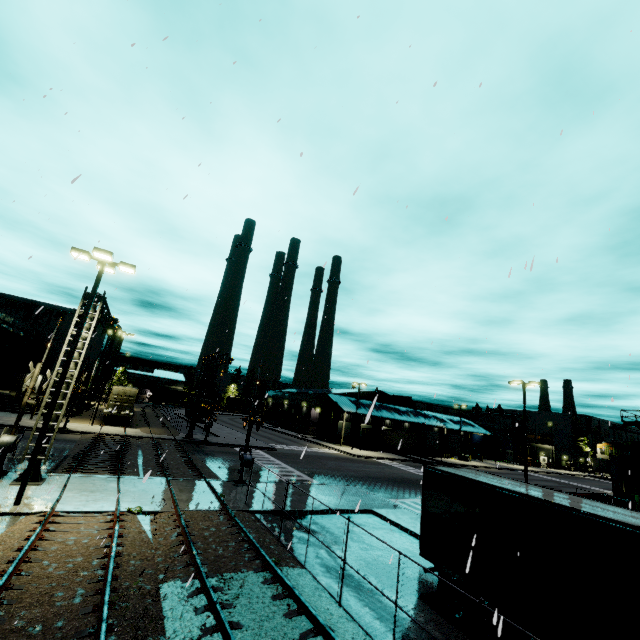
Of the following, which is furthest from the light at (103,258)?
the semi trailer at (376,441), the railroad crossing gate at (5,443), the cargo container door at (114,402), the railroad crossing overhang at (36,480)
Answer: the cargo container door at (114,402)

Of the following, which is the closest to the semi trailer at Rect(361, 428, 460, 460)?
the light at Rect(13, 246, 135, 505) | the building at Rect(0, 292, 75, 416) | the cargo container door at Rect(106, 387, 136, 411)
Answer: the building at Rect(0, 292, 75, 416)

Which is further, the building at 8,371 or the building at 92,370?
the building at 92,370

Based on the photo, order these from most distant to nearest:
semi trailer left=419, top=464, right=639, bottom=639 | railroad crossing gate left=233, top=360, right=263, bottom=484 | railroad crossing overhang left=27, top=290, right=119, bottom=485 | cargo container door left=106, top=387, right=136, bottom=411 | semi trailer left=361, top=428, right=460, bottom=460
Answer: semi trailer left=361, top=428, right=460, bottom=460, cargo container door left=106, top=387, right=136, bottom=411, railroad crossing gate left=233, top=360, right=263, bottom=484, railroad crossing overhang left=27, top=290, right=119, bottom=485, semi trailer left=419, top=464, right=639, bottom=639

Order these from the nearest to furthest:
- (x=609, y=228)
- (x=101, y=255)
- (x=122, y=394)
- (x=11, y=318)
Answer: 1. (x=609, y=228)
2. (x=101, y=255)
3. (x=122, y=394)
4. (x=11, y=318)

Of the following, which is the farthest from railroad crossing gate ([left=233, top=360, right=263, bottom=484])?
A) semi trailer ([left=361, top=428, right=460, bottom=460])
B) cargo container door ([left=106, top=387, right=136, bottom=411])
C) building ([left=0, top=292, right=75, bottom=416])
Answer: cargo container door ([left=106, top=387, right=136, bottom=411])

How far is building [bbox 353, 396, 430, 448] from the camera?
52.9 meters

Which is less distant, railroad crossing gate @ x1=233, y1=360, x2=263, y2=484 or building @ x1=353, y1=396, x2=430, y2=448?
railroad crossing gate @ x1=233, y1=360, x2=263, y2=484
